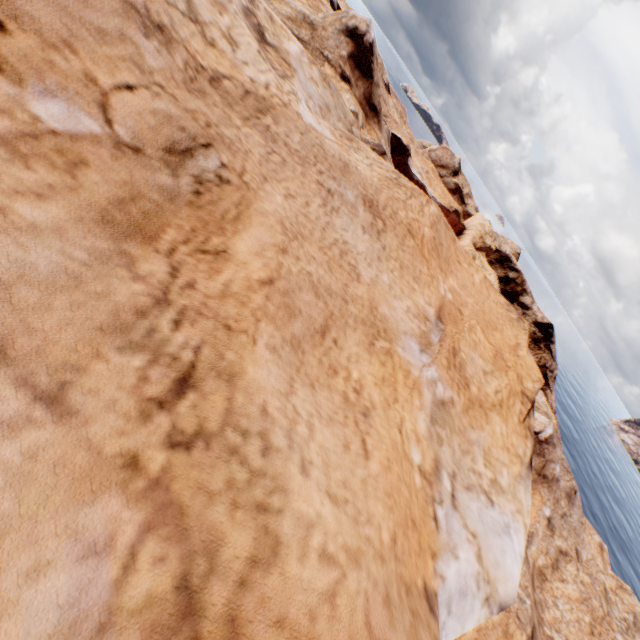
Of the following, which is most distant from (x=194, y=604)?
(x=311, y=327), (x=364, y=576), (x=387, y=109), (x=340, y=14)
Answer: (x=387, y=109)
